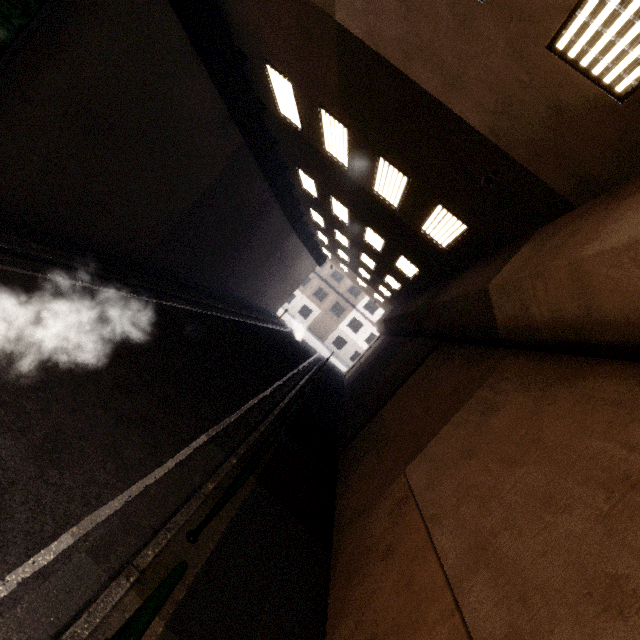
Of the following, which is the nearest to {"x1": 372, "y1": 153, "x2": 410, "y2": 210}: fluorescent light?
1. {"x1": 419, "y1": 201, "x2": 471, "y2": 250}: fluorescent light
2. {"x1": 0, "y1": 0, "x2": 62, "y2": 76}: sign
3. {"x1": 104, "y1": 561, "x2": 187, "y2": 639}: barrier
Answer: {"x1": 419, "y1": 201, "x2": 471, "y2": 250}: fluorescent light

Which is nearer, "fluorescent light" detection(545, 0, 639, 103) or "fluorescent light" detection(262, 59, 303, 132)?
"fluorescent light" detection(545, 0, 639, 103)

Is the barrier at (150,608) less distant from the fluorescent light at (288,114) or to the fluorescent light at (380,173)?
the fluorescent light at (380,173)

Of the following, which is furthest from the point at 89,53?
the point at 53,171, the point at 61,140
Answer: the point at 53,171

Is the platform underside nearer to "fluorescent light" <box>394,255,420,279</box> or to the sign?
the sign

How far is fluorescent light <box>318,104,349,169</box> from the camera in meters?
8.0 m

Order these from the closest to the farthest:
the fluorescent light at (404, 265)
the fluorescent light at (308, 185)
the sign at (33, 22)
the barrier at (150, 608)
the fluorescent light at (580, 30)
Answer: the barrier at (150, 608) < the fluorescent light at (580, 30) < the sign at (33, 22) < the fluorescent light at (404, 265) < the fluorescent light at (308, 185)

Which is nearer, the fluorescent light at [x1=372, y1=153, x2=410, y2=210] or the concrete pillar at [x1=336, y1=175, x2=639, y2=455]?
the concrete pillar at [x1=336, y1=175, x2=639, y2=455]
